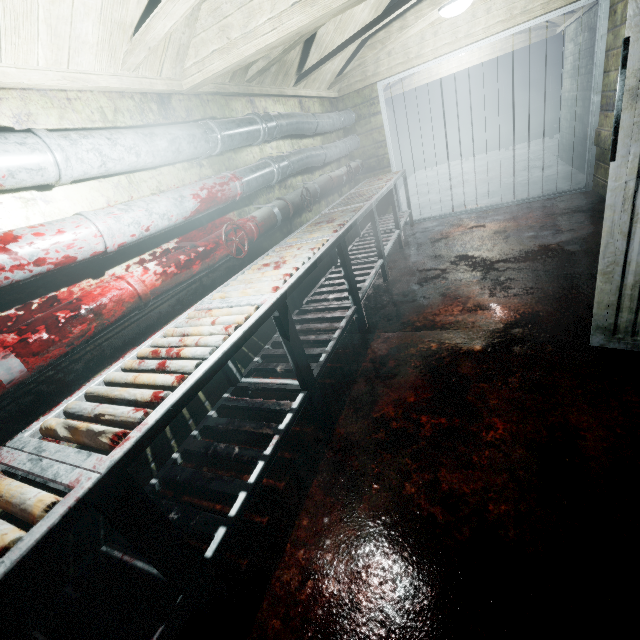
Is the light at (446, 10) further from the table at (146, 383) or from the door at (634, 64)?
the door at (634, 64)

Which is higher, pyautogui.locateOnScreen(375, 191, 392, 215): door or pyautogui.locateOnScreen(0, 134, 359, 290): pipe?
pyautogui.locateOnScreen(0, 134, 359, 290): pipe

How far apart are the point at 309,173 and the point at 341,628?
3.9m

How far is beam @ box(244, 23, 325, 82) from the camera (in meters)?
2.37

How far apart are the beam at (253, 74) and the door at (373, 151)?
1.32m

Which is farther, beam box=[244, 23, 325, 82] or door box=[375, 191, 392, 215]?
door box=[375, 191, 392, 215]

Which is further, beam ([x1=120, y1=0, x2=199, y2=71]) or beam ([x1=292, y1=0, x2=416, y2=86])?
beam ([x1=292, y1=0, x2=416, y2=86])

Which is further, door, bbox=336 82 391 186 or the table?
door, bbox=336 82 391 186
